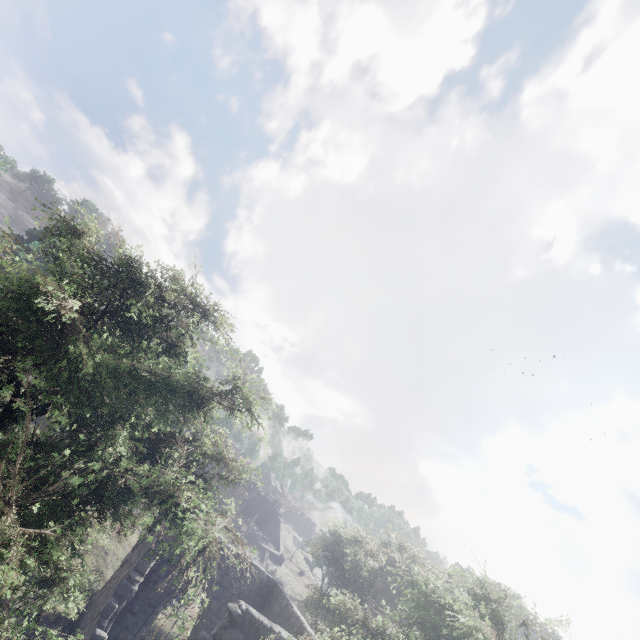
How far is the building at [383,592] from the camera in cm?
1478

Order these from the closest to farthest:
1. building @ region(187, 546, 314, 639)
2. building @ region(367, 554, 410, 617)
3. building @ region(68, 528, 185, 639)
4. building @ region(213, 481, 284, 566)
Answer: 1. building @ region(187, 546, 314, 639)
2. building @ region(68, 528, 185, 639)
3. building @ region(367, 554, 410, 617)
4. building @ region(213, 481, 284, 566)

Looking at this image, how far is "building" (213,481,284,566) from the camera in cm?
4017

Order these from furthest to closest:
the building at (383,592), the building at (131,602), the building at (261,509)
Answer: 1. the building at (261,509)
2. the building at (383,592)
3. the building at (131,602)

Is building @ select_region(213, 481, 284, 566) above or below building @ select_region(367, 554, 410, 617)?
below

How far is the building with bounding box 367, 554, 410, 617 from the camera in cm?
1478

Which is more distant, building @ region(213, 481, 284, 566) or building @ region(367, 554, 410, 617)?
building @ region(213, 481, 284, 566)

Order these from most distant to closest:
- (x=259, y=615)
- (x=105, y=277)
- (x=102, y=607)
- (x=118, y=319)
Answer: (x=102, y=607) < (x=259, y=615) < (x=118, y=319) < (x=105, y=277)
